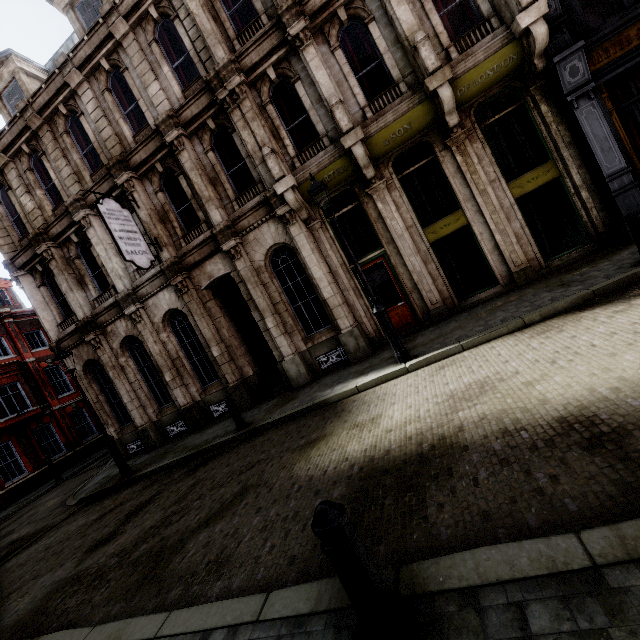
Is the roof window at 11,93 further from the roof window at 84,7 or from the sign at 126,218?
the sign at 126,218

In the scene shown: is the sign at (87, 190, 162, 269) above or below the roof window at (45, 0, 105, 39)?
below

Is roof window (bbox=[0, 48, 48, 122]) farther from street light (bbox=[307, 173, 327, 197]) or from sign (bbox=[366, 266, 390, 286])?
sign (bbox=[366, 266, 390, 286])

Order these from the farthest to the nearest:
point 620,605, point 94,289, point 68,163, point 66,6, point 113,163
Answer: point 94,289 < point 68,163 < point 66,6 < point 113,163 < point 620,605

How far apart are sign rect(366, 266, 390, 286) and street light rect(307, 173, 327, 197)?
3.05m

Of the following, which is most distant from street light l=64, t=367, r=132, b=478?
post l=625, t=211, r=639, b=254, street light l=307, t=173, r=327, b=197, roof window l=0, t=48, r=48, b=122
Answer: post l=625, t=211, r=639, b=254

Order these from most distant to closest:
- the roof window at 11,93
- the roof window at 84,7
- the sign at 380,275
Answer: the roof window at 11,93 → the roof window at 84,7 → the sign at 380,275

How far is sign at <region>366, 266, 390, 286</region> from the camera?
10.47m
